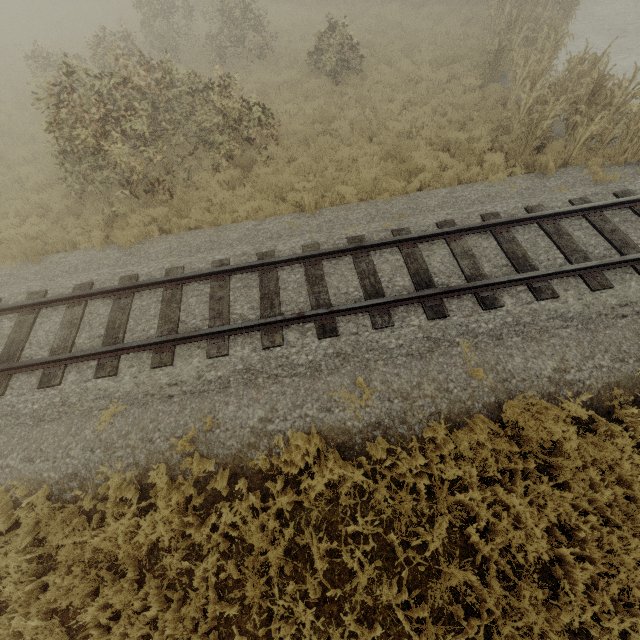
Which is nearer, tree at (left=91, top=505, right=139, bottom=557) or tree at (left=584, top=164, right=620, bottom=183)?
tree at (left=91, top=505, right=139, bottom=557)

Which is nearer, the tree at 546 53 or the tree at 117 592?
the tree at 117 592

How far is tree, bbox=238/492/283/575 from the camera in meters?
4.4

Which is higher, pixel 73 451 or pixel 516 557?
pixel 73 451

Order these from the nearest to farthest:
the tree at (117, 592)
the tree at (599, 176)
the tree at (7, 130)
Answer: the tree at (117, 592), the tree at (599, 176), the tree at (7, 130)
